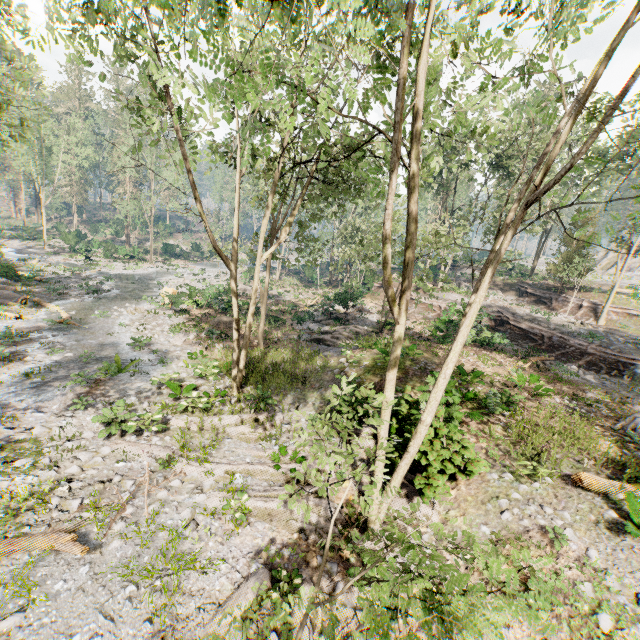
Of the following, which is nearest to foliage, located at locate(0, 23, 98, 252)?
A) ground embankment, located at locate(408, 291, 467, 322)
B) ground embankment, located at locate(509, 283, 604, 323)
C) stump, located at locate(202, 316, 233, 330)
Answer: ground embankment, located at locate(509, 283, 604, 323)

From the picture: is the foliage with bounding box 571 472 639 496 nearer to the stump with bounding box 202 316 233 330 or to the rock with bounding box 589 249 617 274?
the rock with bounding box 589 249 617 274

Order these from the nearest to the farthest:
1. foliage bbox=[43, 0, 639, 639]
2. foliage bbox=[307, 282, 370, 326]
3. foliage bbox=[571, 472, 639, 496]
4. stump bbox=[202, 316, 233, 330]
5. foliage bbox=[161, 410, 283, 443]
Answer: foliage bbox=[43, 0, 639, 639], foliage bbox=[571, 472, 639, 496], foliage bbox=[161, 410, 283, 443], stump bbox=[202, 316, 233, 330], foliage bbox=[307, 282, 370, 326]

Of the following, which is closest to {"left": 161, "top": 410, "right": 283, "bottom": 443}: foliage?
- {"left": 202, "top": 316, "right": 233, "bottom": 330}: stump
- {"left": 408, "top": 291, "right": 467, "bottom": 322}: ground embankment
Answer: {"left": 408, "top": 291, "right": 467, "bottom": 322}: ground embankment

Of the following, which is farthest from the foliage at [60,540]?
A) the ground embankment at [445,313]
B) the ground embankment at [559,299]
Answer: the ground embankment at [445,313]

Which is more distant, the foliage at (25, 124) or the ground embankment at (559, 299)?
the ground embankment at (559, 299)

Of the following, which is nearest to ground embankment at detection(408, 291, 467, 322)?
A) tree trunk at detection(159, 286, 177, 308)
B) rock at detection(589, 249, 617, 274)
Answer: tree trunk at detection(159, 286, 177, 308)

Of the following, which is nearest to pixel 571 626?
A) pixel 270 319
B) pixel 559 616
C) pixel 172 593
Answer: pixel 559 616
